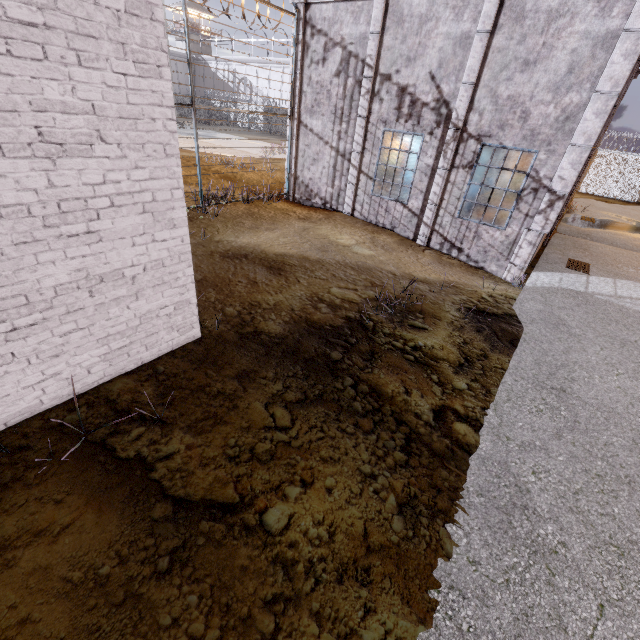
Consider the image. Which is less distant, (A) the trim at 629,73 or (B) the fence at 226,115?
(A) the trim at 629,73

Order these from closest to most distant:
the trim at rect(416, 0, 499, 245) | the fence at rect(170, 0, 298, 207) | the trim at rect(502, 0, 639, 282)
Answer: the trim at rect(502, 0, 639, 282) < the trim at rect(416, 0, 499, 245) < the fence at rect(170, 0, 298, 207)

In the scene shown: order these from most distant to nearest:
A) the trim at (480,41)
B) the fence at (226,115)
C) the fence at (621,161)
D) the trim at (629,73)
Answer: the fence at (621,161) < the fence at (226,115) < the trim at (480,41) < the trim at (629,73)

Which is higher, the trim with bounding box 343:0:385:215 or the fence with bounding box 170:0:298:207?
the trim with bounding box 343:0:385:215

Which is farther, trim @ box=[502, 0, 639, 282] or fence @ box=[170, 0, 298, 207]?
fence @ box=[170, 0, 298, 207]

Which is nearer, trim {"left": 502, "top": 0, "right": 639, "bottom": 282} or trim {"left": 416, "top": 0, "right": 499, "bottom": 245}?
trim {"left": 502, "top": 0, "right": 639, "bottom": 282}

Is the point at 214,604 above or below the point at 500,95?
below
